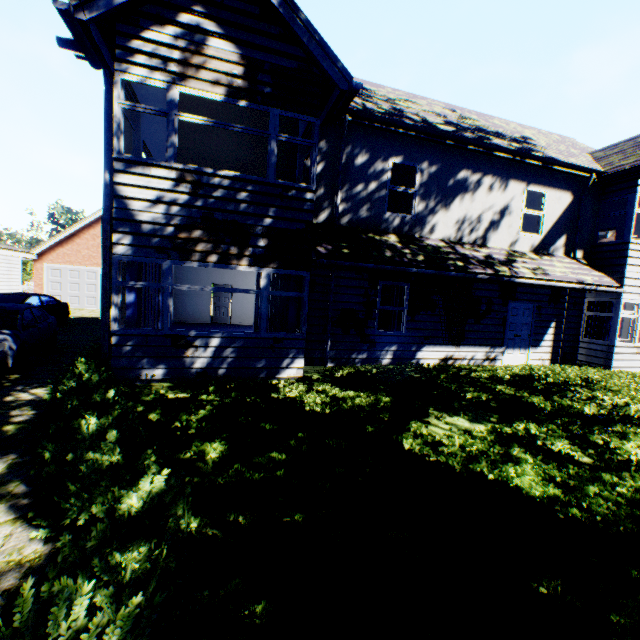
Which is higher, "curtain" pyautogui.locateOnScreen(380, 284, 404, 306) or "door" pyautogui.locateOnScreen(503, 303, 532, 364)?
"curtain" pyautogui.locateOnScreen(380, 284, 404, 306)

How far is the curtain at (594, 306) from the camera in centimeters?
1138cm

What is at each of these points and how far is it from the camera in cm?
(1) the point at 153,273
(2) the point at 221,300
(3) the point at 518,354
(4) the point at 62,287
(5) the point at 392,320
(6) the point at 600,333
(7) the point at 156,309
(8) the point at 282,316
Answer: (1) curtain, 711
(2) door, 1823
(3) door, 1131
(4) garage door, 2283
(5) curtain, 1006
(6) curtain, 1160
(7) curtain, 720
(8) curtain, 807

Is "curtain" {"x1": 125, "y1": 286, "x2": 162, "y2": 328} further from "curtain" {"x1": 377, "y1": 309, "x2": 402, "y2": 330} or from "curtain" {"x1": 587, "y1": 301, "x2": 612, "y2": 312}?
"curtain" {"x1": 587, "y1": 301, "x2": 612, "y2": 312}

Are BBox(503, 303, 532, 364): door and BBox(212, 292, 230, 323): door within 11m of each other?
no

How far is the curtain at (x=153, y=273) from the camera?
6.7 meters

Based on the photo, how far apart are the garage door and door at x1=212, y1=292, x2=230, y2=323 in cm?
1129

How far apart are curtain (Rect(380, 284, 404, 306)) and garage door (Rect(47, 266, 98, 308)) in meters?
22.4
